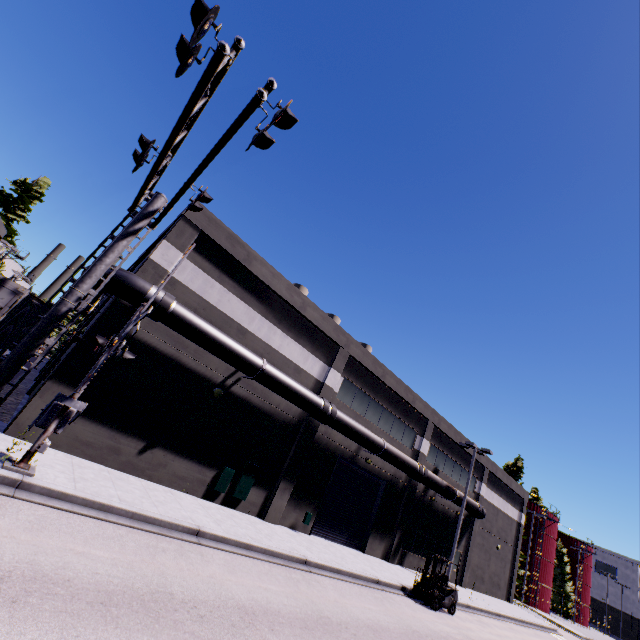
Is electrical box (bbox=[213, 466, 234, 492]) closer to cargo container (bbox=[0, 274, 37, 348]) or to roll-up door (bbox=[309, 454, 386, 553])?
roll-up door (bbox=[309, 454, 386, 553])

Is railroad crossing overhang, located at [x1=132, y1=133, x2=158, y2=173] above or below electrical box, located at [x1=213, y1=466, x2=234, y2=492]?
above

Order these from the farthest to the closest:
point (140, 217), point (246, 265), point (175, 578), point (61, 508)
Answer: point (246, 265), point (140, 217), point (61, 508), point (175, 578)

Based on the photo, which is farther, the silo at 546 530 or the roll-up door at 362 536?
the silo at 546 530

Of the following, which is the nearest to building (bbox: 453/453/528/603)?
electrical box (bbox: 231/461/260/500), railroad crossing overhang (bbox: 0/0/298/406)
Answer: electrical box (bbox: 231/461/260/500)

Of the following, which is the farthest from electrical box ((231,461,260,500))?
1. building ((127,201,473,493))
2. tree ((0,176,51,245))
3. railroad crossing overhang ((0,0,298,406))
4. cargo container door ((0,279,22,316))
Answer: tree ((0,176,51,245))

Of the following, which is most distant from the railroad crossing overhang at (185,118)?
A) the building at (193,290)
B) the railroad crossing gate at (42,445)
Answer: the building at (193,290)

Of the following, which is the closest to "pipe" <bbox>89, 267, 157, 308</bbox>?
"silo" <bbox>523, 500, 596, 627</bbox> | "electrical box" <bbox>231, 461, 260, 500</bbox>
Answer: "electrical box" <bbox>231, 461, 260, 500</bbox>
